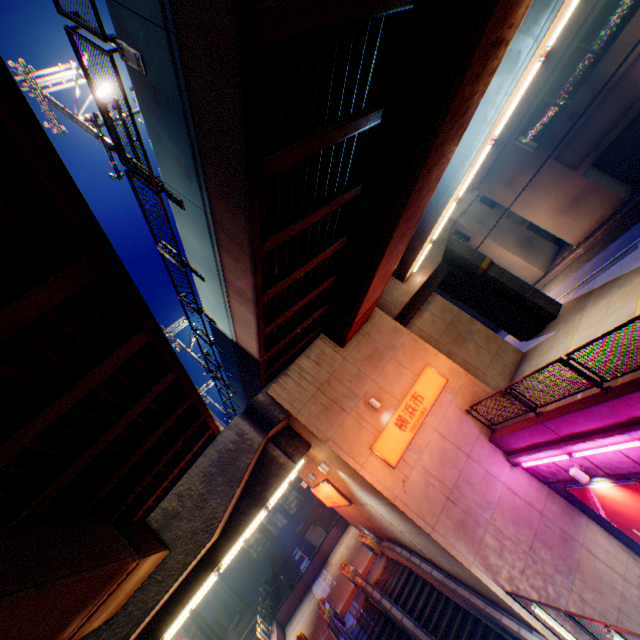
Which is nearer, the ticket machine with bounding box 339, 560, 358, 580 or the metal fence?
the metal fence

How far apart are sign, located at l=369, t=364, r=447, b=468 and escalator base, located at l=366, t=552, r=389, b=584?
7.5m

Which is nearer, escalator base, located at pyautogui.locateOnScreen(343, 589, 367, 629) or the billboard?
the billboard

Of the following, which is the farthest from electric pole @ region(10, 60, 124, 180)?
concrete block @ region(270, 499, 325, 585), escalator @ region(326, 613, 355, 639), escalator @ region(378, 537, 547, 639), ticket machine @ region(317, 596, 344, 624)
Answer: concrete block @ region(270, 499, 325, 585)

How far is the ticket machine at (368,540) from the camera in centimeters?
1677cm

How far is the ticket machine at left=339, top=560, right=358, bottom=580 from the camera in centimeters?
1603cm

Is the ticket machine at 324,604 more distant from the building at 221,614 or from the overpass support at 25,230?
the building at 221,614

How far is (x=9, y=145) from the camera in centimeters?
269cm
